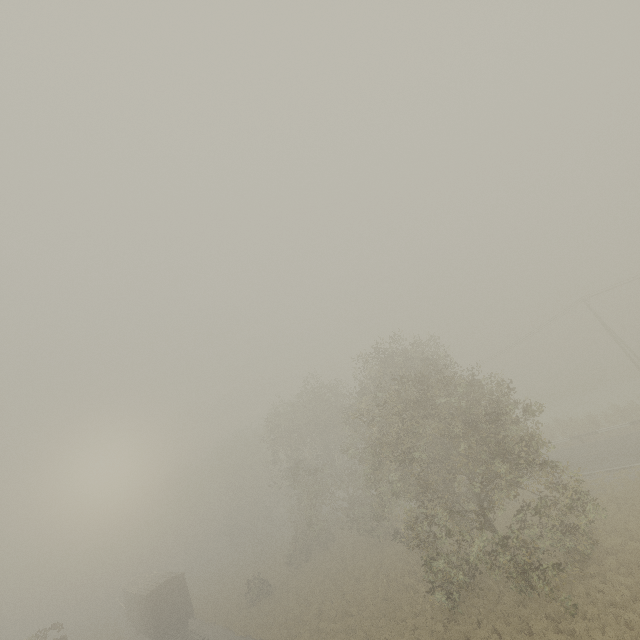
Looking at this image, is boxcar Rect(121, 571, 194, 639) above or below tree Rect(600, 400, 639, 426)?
above

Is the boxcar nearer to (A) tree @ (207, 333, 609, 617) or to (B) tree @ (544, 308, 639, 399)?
(A) tree @ (207, 333, 609, 617)

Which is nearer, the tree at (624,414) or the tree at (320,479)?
the tree at (320,479)

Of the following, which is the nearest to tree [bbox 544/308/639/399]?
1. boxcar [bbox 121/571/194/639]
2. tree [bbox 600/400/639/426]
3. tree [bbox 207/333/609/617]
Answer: tree [bbox 600/400/639/426]

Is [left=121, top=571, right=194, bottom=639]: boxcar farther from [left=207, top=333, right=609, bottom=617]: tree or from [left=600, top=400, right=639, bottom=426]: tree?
[left=600, top=400, right=639, bottom=426]: tree

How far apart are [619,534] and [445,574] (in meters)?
9.74

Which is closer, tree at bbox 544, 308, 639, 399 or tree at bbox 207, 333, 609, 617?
tree at bbox 207, 333, 609, 617

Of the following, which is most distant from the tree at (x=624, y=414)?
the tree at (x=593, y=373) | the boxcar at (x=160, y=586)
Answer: the boxcar at (x=160, y=586)
